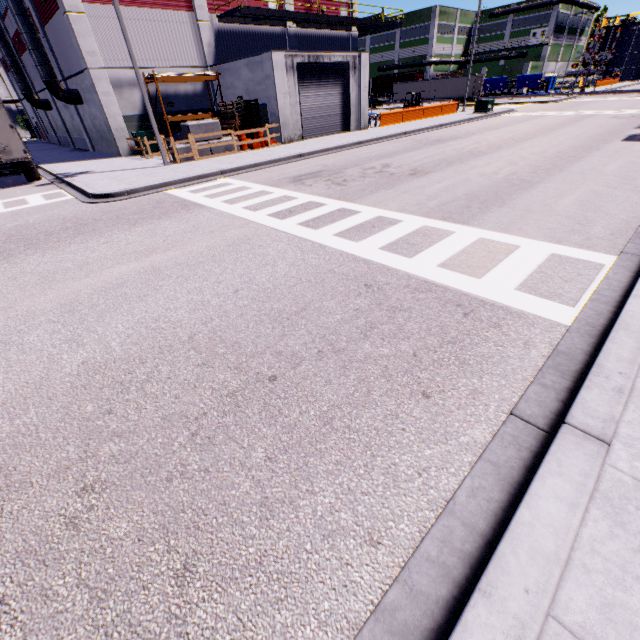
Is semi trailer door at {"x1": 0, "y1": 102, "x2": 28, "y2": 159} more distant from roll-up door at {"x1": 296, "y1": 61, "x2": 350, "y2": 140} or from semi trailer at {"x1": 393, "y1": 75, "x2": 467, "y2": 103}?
roll-up door at {"x1": 296, "y1": 61, "x2": 350, "y2": 140}

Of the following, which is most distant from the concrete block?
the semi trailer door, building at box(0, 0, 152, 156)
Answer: the semi trailer door

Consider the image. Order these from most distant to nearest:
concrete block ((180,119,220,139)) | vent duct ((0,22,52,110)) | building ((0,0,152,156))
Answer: vent duct ((0,22,52,110)) < building ((0,0,152,156)) < concrete block ((180,119,220,139))

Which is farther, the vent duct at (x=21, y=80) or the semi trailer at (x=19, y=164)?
the vent duct at (x=21, y=80)

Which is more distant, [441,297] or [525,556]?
[441,297]

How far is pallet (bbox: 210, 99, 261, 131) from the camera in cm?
2088

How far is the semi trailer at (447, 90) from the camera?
49.9m

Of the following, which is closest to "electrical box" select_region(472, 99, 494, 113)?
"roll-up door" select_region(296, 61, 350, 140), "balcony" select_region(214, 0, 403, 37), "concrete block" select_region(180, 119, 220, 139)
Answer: "balcony" select_region(214, 0, 403, 37)
